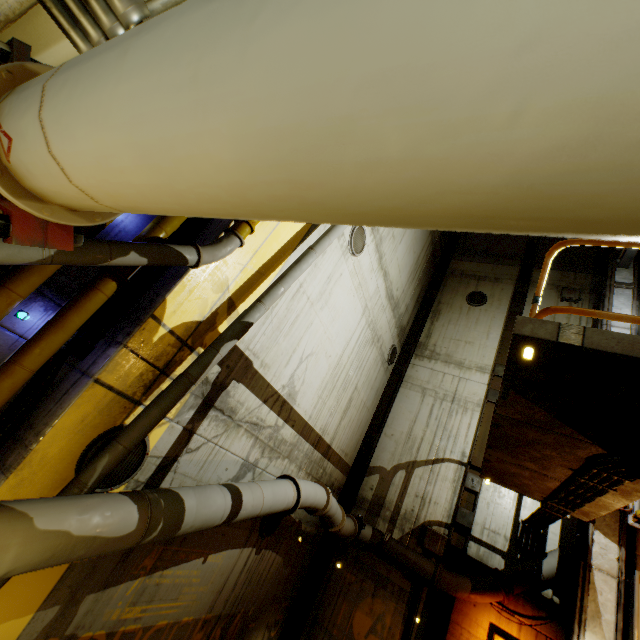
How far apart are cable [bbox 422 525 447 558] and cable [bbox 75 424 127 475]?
8.58m

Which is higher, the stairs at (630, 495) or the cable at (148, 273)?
the stairs at (630, 495)

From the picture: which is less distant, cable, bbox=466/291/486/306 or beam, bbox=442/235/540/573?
beam, bbox=442/235/540/573

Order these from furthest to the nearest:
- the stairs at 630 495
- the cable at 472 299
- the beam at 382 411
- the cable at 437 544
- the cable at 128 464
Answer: the cable at 472 299
the beam at 382 411
the cable at 437 544
the stairs at 630 495
the cable at 128 464

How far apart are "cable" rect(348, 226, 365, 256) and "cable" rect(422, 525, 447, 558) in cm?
813

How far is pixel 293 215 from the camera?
0.8 meters

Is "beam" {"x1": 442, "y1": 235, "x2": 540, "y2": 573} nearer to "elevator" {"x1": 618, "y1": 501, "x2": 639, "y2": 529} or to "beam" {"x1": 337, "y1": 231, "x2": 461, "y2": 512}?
"beam" {"x1": 337, "y1": 231, "x2": 461, "y2": 512}

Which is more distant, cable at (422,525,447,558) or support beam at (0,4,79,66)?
cable at (422,525,447,558)
